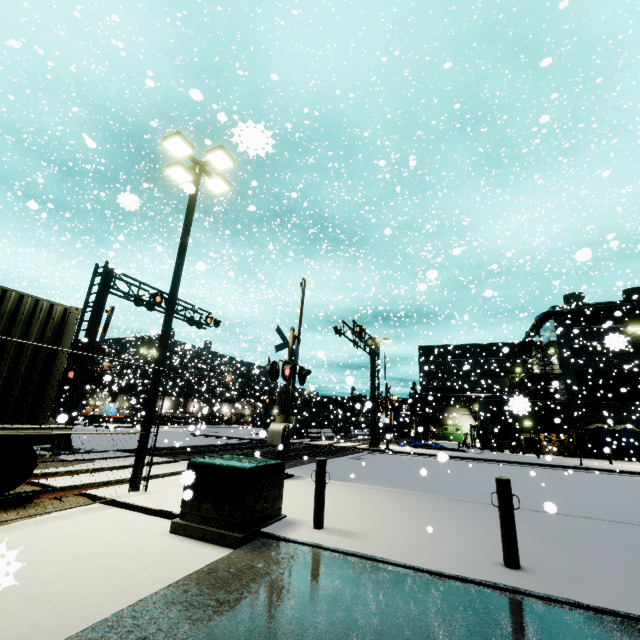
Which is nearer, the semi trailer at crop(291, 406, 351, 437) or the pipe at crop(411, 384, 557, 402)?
the pipe at crop(411, 384, 557, 402)

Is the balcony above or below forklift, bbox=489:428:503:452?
above

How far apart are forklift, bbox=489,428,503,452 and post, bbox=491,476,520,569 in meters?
27.2 m

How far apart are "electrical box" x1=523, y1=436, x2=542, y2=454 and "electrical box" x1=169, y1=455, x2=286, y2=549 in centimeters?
3256cm

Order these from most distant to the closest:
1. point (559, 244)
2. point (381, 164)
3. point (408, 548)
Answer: point (559, 244)
point (381, 164)
point (408, 548)

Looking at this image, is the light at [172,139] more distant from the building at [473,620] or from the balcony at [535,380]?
the balcony at [535,380]

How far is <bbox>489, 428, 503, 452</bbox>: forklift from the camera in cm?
3016

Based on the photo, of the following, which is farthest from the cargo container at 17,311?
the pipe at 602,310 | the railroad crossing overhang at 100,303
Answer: the pipe at 602,310
